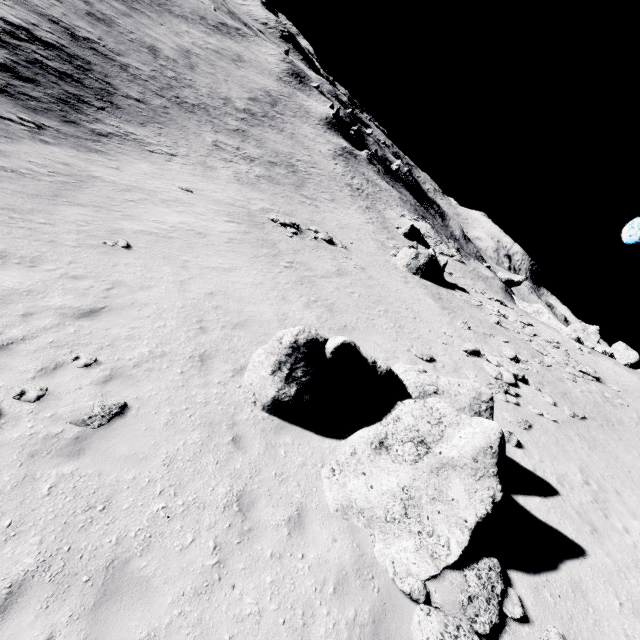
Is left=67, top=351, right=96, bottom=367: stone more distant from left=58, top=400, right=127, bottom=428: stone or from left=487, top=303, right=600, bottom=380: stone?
left=487, top=303, right=600, bottom=380: stone

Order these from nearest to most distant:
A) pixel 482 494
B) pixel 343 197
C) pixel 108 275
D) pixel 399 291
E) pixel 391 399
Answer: pixel 482 494 → pixel 391 399 → pixel 108 275 → pixel 399 291 → pixel 343 197

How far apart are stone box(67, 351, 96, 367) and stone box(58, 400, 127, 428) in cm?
104

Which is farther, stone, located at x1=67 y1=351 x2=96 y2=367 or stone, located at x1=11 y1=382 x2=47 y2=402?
stone, located at x1=67 y1=351 x2=96 y2=367

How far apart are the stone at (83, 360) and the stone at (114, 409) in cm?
104

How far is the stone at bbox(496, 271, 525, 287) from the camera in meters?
55.4 m

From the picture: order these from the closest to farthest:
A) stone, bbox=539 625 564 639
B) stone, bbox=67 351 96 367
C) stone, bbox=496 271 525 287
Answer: stone, bbox=539 625 564 639 → stone, bbox=67 351 96 367 → stone, bbox=496 271 525 287

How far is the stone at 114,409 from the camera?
6.24m
